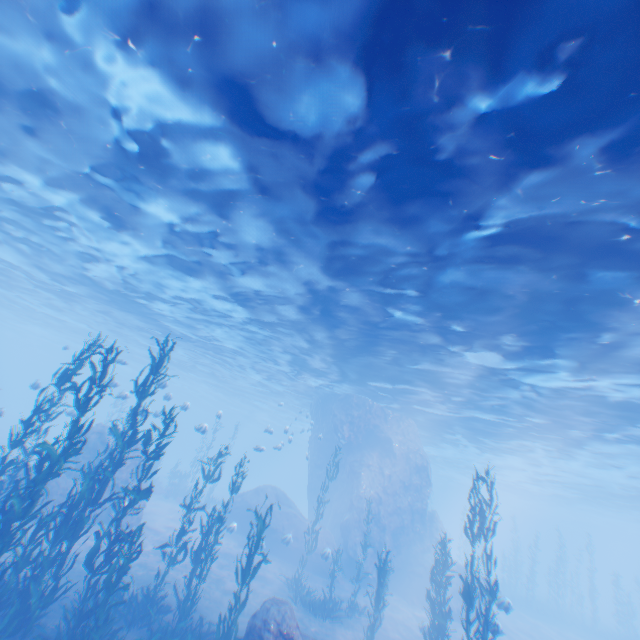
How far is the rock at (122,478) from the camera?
18.50m

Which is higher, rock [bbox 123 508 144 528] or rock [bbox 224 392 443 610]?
rock [bbox 224 392 443 610]

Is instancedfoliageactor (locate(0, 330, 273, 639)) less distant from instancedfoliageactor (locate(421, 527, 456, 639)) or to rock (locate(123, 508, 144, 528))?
rock (locate(123, 508, 144, 528))

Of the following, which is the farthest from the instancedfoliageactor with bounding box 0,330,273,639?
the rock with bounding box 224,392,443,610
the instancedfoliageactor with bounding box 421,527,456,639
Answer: the instancedfoliageactor with bounding box 421,527,456,639

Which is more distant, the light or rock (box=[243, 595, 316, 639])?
rock (box=[243, 595, 316, 639])

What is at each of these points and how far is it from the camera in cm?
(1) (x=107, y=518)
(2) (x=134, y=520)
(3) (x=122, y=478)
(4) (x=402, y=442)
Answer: (1) rock, 1775
(2) rock, 1814
(3) rock, 1872
(4) rock, 2836

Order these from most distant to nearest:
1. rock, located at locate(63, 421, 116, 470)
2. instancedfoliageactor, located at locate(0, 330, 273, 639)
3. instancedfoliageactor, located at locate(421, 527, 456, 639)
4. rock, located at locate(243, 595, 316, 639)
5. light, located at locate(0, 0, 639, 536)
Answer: rock, located at locate(63, 421, 116, 470)
instancedfoliageactor, located at locate(421, 527, 456, 639)
rock, located at locate(243, 595, 316, 639)
instancedfoliageactor, located at locate(0, 330, 273, 639)
light, located at locate(0, 0, 639, 536)

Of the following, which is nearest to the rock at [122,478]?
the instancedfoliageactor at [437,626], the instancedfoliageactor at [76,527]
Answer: the instancedfoliageactor at [76,527]
